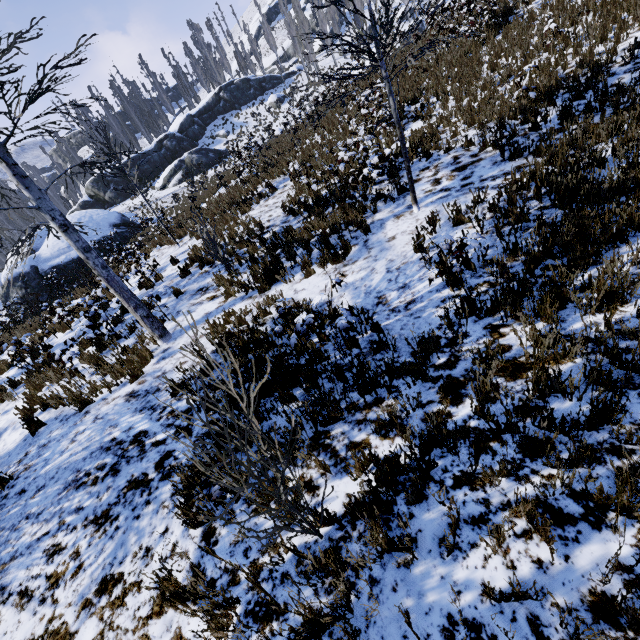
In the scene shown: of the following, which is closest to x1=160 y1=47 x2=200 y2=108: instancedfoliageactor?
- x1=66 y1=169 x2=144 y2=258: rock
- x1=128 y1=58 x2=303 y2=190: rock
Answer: x1=128 y1=58 x2=303 y2=190: rock

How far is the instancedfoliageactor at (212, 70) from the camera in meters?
49.1 m

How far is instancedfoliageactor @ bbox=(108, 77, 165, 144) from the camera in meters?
43.9 m

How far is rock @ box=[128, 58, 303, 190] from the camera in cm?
3531

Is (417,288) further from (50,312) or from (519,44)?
(519,44)

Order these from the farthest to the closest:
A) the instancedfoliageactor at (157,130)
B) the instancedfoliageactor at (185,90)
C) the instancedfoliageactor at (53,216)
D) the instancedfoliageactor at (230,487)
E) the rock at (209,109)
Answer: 1. the instancedfoliageactor at (185,90)
2. the instancedfoliageactor at (157,130)
3. the rock at (209,109)
4. the instancedfoliageactor at (53,216)
5. the instancedfoliageactor at (230,487)

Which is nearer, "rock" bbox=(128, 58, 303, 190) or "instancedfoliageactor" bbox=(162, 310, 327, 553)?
"instancedfoliageactor" bbox=(162, 310, 327, 553)
